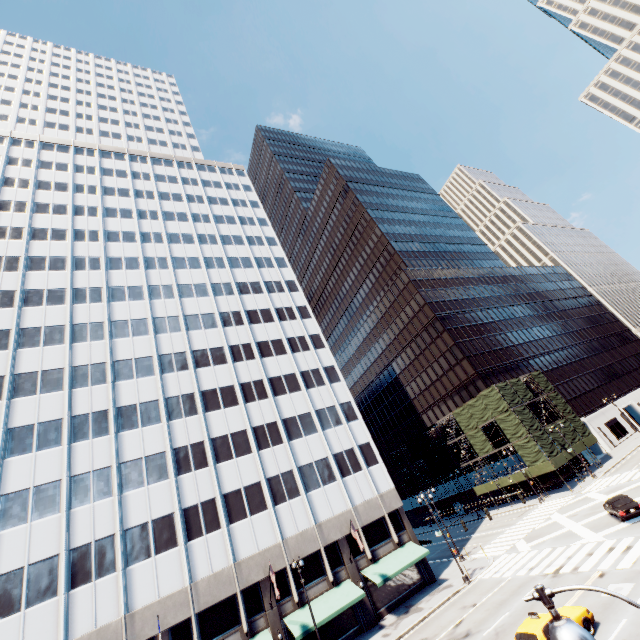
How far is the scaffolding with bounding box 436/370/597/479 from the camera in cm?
4538

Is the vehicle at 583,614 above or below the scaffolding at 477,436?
below

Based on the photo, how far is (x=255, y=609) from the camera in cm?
2650

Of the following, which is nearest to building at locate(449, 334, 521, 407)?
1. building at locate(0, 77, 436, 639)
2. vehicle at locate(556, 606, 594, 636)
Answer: building at locate(0, 77, 436, 639)

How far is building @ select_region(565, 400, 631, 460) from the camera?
55.97m

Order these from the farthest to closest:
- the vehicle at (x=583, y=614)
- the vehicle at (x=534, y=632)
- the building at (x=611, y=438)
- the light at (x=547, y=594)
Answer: the building at (x=611, y=438) < the vehicle at (x=583, y=614) < the vehicle at (x=534, y=632) < the light at (x=547, y=594)

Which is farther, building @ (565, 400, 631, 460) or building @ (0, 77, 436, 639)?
building @ (565, 400, 631, 460)
